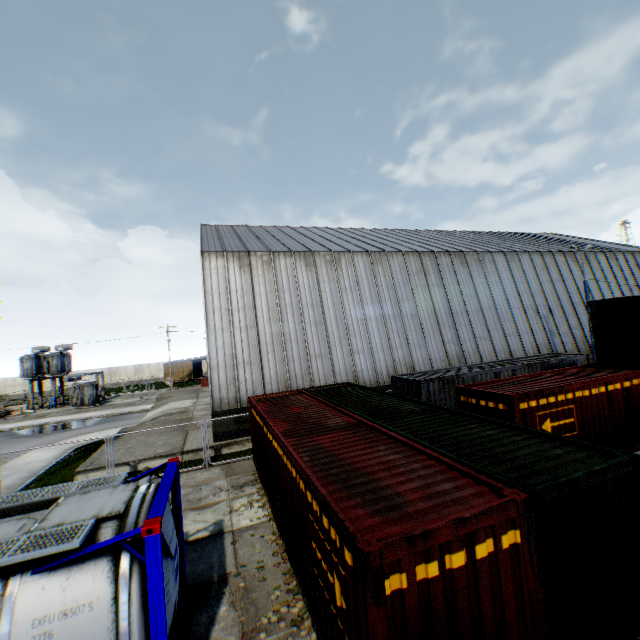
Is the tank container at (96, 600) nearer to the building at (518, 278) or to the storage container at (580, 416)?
the storage container at (580, 416)

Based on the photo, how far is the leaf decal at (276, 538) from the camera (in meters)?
8.30

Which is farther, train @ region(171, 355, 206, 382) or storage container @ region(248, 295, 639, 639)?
train @ region(171, 355, 206, 382)

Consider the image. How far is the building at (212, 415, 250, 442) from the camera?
17.08m

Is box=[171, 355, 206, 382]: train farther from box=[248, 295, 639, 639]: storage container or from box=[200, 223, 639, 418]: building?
box=[248, 295, 639, 639]: storage container

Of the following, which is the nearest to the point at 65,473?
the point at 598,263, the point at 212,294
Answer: the point at 212,294

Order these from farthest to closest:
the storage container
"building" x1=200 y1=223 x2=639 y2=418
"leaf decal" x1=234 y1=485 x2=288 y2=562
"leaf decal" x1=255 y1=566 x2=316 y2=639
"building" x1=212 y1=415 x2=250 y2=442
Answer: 1. "building" x1=200 y1=223 x2=639 y2=418
2. "building" x1=212 y1=415 x2=250 y2=442
3. "leaf decal" x1=234 y1=485 x2=288 y2=562
4. "leaf decal" x1=255 y1=566 x2=316 y2=639
5. the storage container

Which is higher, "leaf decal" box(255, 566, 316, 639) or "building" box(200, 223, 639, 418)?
"building" box(200, 223, 639, 418)
